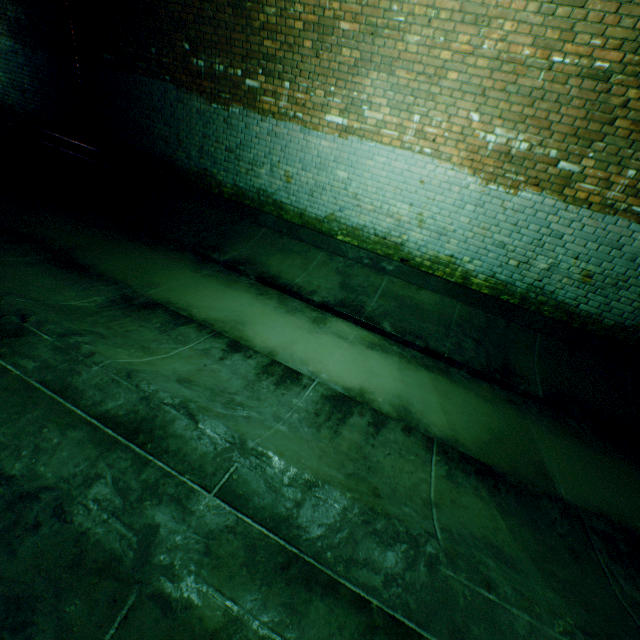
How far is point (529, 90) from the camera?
4.02m
